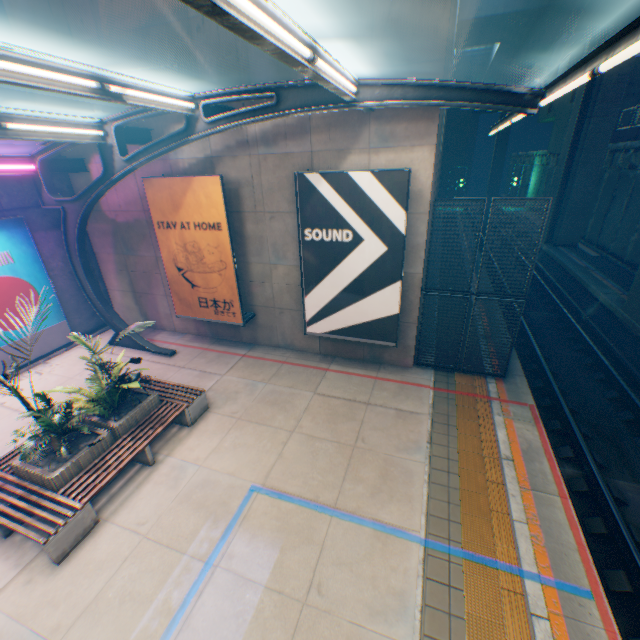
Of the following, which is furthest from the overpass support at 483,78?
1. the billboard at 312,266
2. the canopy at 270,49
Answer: the billboard at 312,266

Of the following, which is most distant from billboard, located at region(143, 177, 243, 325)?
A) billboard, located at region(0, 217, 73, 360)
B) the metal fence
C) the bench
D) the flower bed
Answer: the metal fence

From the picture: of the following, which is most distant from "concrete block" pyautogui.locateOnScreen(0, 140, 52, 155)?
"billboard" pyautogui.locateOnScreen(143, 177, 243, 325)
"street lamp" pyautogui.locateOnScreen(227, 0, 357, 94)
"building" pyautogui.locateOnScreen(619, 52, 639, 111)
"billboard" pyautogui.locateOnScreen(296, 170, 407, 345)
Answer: "building" pyautogui.locateOnScreen(619, 52, 639, 111)

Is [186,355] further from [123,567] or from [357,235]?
[357,235]

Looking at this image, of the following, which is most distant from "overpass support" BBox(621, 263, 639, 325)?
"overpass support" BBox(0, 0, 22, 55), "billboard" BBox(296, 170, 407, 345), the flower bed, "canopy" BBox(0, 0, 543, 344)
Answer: the flower bed

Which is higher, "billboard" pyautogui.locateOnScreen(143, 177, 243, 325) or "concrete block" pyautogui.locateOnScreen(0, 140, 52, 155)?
"concrete block" pyautogui.locateOnScreen(0, 140, 52, 155)

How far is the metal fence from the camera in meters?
7.5 m

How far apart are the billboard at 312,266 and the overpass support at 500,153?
57.6 meters
